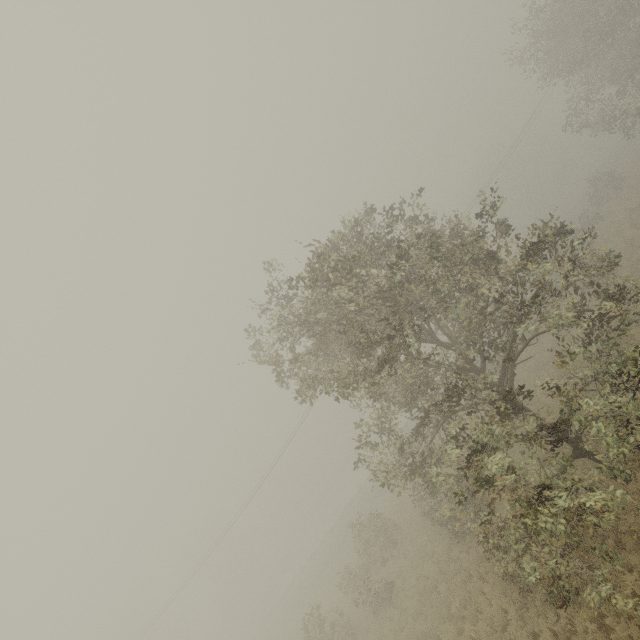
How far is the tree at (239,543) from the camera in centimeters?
5359cm

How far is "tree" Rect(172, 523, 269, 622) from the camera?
53.6m

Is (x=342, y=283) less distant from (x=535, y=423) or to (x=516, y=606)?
(x=535, y=423)
